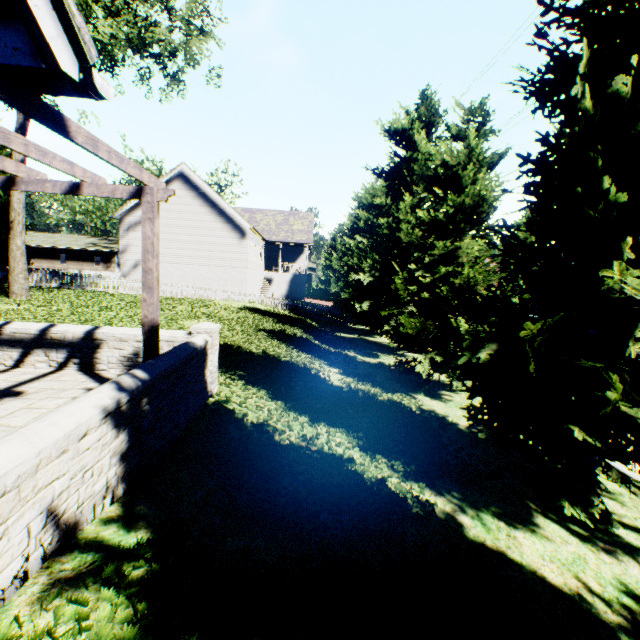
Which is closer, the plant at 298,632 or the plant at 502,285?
the plant at 298,632

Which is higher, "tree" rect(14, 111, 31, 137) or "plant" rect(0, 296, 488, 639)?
"tree" rect(14, 111, 31, 137)

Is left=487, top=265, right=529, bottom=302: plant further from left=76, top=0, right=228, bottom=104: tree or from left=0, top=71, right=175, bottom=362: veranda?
left=0, top=71, right=175, bottom=362: veranda

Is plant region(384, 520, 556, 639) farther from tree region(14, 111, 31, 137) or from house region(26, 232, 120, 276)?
house region(26, 232, 120, 276)

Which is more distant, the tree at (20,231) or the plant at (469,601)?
the tree at (20,231)

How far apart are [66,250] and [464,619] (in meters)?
60.71

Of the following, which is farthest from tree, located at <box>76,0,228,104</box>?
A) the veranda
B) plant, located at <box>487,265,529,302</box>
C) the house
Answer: the veranda
